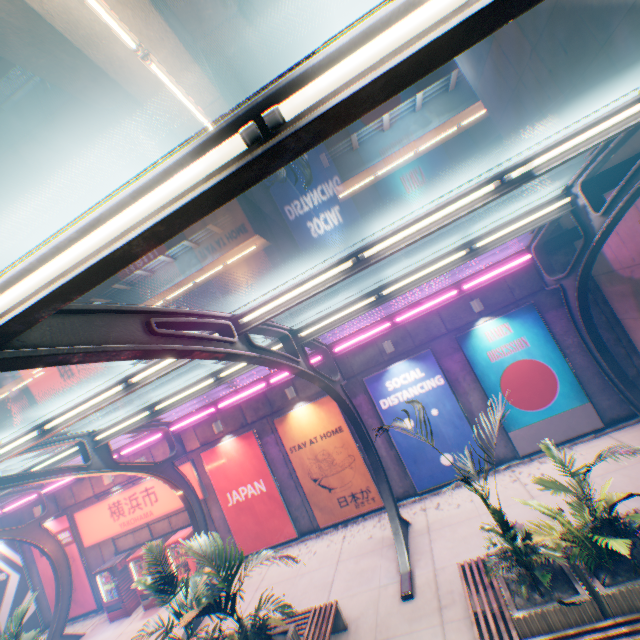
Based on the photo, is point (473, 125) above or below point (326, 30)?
Result: below

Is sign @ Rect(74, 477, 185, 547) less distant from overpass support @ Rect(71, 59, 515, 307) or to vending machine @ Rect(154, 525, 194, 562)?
vending machine @ Rect(154, 525, 194, 562)

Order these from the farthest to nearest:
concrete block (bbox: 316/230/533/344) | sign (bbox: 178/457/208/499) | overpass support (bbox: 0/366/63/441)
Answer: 1. overpass support (bbox: 0/366/63/441)
2. sign (bbox: 178/457/208/499)
3. concrete block (bbox: 316/230/533/344)

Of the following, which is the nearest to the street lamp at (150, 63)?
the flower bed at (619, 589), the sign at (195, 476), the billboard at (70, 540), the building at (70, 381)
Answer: the flower bed at (619, 589)

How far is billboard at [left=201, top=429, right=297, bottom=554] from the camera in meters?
12.4 m

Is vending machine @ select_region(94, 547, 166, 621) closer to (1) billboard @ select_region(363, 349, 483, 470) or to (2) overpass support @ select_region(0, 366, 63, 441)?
(2) overpass support @ select_region(0, 366, 63, 441)

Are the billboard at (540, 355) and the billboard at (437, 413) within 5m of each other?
yes

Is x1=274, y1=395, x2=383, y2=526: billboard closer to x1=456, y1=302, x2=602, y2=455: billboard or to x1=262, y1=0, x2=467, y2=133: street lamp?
x1=456, y1=302, x2=602, y2=455: billboard
